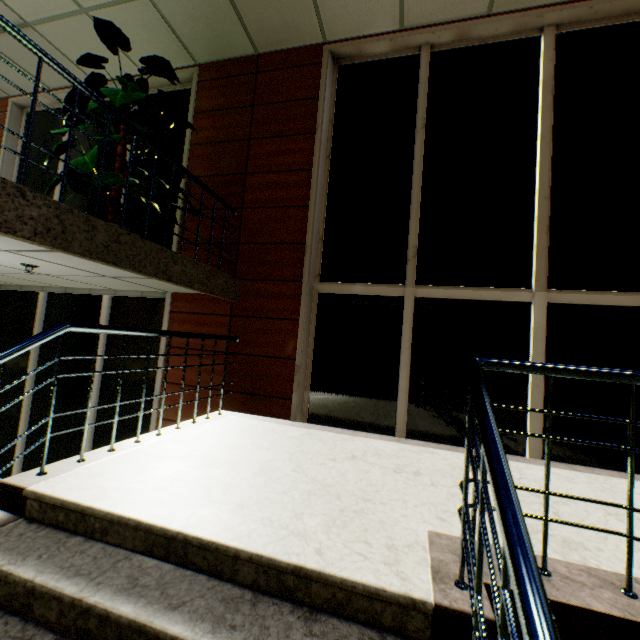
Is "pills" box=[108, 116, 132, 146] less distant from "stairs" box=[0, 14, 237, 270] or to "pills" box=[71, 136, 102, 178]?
"pills" box=[71, 136, 102, 178]

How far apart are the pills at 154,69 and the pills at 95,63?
0.1m

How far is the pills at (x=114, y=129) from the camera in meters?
3.4

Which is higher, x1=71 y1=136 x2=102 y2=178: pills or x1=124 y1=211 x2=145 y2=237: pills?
x1=71 y1=136 x2=102 y2=178: pills

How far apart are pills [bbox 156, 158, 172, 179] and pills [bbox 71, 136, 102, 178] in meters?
0.3 m

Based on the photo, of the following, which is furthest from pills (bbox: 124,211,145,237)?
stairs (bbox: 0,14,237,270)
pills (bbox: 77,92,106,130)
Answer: stairs (bbox: 0,14,237,270)

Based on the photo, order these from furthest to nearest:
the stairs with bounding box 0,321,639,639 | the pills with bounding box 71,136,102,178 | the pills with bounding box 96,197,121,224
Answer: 1. the pills with bounding box 96,197,121,224
2. the pills with bounding box 71,136,102,178
3. the stairs with bounding box 0,321,639,639

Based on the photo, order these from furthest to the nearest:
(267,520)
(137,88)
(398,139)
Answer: (398,139)
(137,88)
(267,520)
